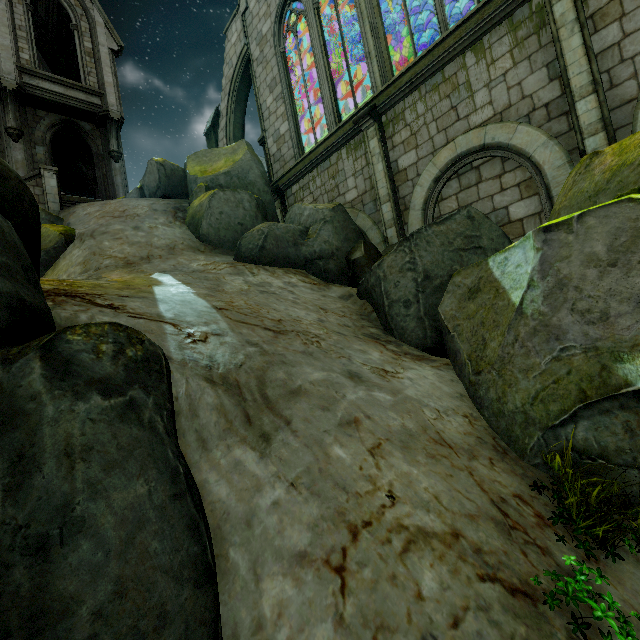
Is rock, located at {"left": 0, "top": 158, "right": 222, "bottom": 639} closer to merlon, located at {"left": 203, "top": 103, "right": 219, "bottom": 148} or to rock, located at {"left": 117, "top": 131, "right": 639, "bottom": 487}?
Result: rock, located at {"left": 117, "top": 131, "right": 639, "bottom": 487}

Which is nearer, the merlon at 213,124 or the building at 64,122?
the building at 64,122

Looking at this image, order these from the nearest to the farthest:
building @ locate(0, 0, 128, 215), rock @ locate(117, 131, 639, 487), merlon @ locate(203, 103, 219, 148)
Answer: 1. rock @ locate(117, 131, 639, 487)
2. building @ locate(0, 0, 128, 215)
3. merlon @ locate(203, 103, 219, 148)

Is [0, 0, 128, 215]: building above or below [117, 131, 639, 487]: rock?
above

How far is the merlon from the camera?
17.78m

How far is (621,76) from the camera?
6.20m

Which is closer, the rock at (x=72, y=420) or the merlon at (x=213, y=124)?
the rock at (x=72, y=420)
